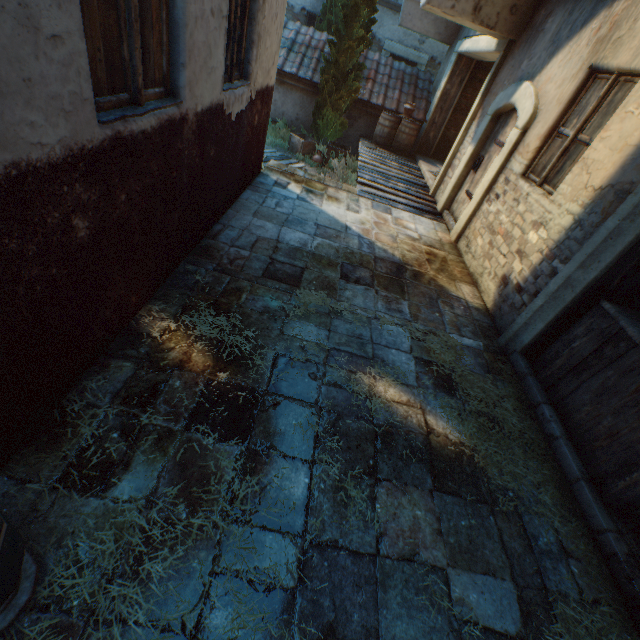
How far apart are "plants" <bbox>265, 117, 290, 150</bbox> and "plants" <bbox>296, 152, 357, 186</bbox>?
1.6 meters

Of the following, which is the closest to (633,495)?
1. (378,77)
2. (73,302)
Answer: (73,302)

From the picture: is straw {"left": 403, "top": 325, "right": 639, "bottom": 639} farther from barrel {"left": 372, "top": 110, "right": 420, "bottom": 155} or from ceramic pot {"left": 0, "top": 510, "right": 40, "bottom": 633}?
barrel {"left": 372, "top": 110, "right": 420, "bottom": 155}

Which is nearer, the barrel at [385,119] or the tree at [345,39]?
the tree at [345,39]

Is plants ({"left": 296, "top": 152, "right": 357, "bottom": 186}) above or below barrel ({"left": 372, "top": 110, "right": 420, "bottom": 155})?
below

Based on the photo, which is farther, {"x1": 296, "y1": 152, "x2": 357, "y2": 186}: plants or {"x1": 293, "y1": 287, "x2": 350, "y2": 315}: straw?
{"x1": 296, "y1": 152, "x2": 357, "y2": 186}: plants

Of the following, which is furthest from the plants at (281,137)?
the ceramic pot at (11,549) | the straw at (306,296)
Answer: the ceramic pot at (11,549)

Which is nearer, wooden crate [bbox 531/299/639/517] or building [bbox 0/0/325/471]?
building [bbox 0/0/325/471]
